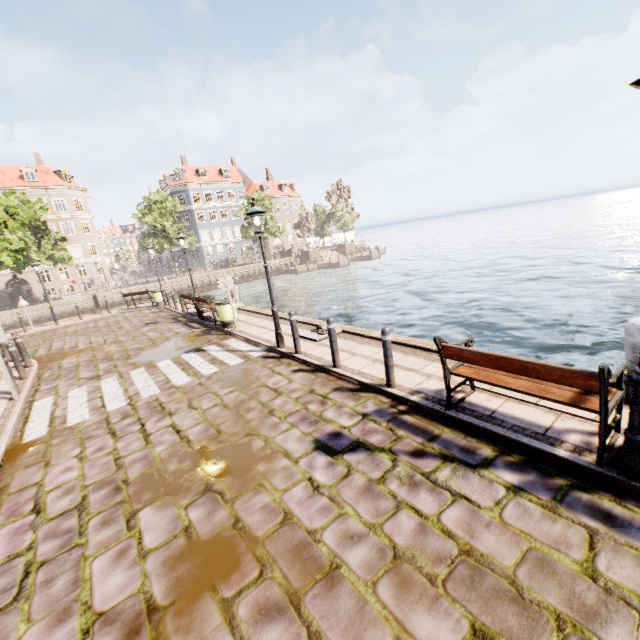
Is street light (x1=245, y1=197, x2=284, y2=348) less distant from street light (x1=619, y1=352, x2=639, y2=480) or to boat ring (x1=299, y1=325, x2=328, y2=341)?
boat ring (x1=299, y1=325, x2=328, y2=341)

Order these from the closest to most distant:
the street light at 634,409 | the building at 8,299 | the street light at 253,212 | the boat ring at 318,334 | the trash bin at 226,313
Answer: the street light at 634,409, the street light at 253,212, the boat ring at 318,334, the trash bin at 226,313, the building at 8,299

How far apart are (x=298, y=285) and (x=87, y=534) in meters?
33.9 m

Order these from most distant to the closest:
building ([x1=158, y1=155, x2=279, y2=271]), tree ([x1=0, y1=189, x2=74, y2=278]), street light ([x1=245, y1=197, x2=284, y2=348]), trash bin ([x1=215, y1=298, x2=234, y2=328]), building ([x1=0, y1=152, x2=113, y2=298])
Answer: building ([x1=158, y1=155, x2=279, y2=271]), building ([x1=0, y1=152, x2=113, y2=298]), tree ([x1=0, y1=189, x2=74, y2=278]), trash bin ([x1=215, y1=298, x2=234, y2=328]), street light ([x1=245, y1=197, x2=284, y2=348])

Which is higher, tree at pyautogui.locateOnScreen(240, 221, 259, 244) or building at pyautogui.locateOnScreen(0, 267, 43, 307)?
tree at pyautogui.locateOnScreen(240, 221, 259, 244)

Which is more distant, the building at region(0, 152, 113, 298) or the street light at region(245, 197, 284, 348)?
the building at region(0, 152, 113, 298)

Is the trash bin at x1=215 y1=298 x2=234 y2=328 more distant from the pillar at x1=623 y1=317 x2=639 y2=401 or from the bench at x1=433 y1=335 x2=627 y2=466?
the pillar at x1=623 y1=317 x2=639 y2=401

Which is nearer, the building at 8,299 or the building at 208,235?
the building at 8,299
